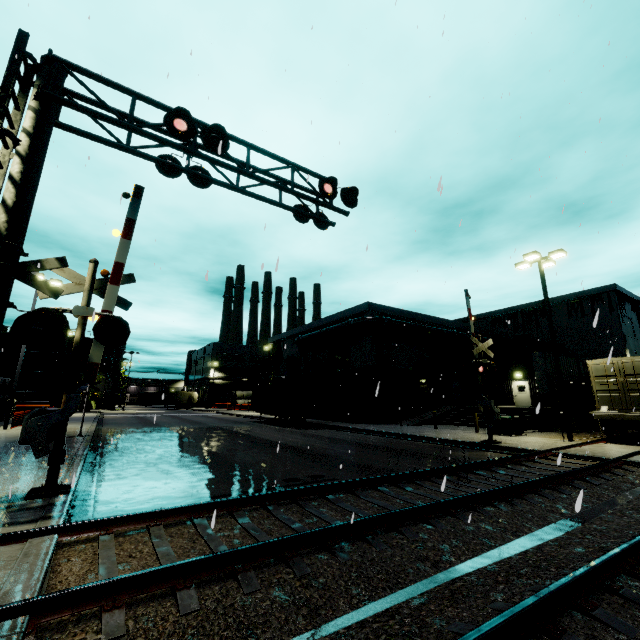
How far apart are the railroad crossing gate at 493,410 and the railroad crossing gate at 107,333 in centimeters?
1363cm

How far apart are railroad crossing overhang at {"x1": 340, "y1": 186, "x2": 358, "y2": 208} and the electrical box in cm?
1561

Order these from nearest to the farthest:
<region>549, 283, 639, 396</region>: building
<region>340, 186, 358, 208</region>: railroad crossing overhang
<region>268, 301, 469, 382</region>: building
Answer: <region>340, 186, 358, 208</region>: railroad crossing overhang < <region>268, 301, 469, 382</region>: building < <region>549, 283, 639, 396</region>: building

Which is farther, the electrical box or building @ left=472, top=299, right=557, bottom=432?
building @ left=472, top=299, right=557, bottom=432

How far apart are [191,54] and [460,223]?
6.9 meters

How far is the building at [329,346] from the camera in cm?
2770

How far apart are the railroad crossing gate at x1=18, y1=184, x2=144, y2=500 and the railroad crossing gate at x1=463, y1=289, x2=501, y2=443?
13.63m

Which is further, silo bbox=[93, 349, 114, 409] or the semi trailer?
silo bbox=[93, 349, 114, 409]
